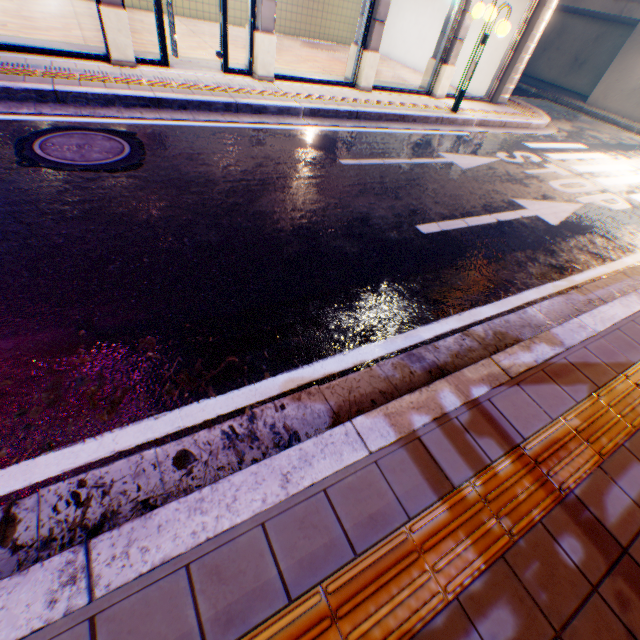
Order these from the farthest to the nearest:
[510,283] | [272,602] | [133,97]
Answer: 1. [133,97]
2. [510,283]
3. [272,602]

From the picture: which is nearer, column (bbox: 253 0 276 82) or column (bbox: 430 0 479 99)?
column (bbox: 253 0 276 82)

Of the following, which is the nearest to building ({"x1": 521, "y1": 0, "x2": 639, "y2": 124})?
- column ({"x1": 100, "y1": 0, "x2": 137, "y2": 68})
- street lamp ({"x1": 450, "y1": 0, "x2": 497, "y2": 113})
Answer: street lamp ({"x1": 450, "y1": 0, "x2": 497, "y2": 113})

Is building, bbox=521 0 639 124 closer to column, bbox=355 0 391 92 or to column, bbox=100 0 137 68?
column, bbox=355 0 391 92

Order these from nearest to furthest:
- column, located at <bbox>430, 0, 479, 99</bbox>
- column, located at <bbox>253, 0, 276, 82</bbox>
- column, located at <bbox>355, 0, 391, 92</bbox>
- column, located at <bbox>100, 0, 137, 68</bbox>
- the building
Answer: column, located at <bbox>100, 0, 137, 68</bbox> < column, located at <bbox>253, 0, 276, 82</bbox> < column, located at <bbox>355, 0, 391, 92</bbox> < column, located at <bbox>430, 0, 479, 99</bbox> < the building

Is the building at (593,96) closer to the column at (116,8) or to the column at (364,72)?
the column at (364,72)

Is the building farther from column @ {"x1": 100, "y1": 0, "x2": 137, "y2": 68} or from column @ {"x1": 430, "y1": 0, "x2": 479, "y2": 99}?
column @ {"x1": 100, "y1": 0, "x2": 137, "y2": 68}

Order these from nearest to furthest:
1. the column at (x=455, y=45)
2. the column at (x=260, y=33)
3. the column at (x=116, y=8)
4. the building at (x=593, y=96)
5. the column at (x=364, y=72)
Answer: the column at (x=116, y=8) < the column at (x=260, y=33) < the column at (x=364, y=72) < the column at (x=455, y=45) < the building at (x=593, y=96)
